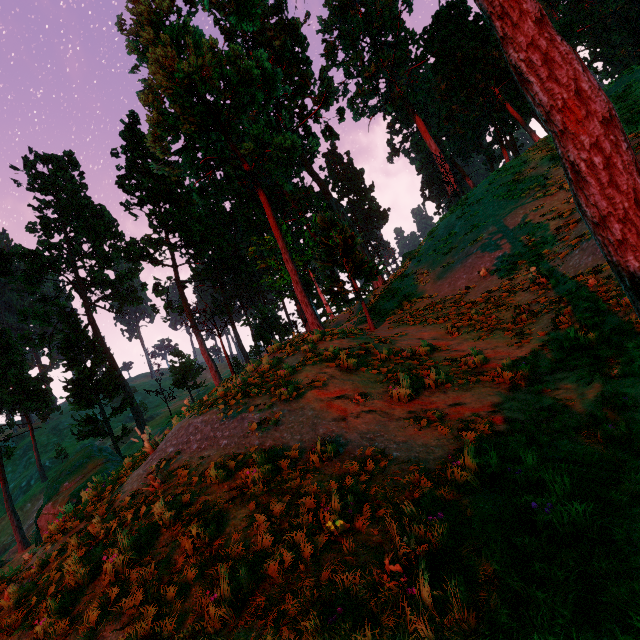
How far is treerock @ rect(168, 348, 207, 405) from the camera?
44.3 meters

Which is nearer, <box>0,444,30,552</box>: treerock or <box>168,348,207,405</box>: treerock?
<box>0,444,30,552</box>: treerock

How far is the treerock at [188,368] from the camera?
44.3m

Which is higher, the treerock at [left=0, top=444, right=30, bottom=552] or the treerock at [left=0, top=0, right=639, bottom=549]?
the treerock at [left=0, top=0, right=639, bottom=549]

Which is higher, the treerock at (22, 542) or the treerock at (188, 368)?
the treerock at (188, 368)

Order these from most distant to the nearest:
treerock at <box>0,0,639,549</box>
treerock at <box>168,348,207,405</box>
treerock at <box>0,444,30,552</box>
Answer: treerock at <box>168,348,207,405</box>
treerock at <box>0,444,30,552</box>
treerock at <box>0,0,639,549</box>

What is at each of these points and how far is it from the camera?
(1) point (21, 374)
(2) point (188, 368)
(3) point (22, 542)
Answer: (1) treerock, 33.8m
(2) treerock, 45.7m
(3) treerock, 29.4m
